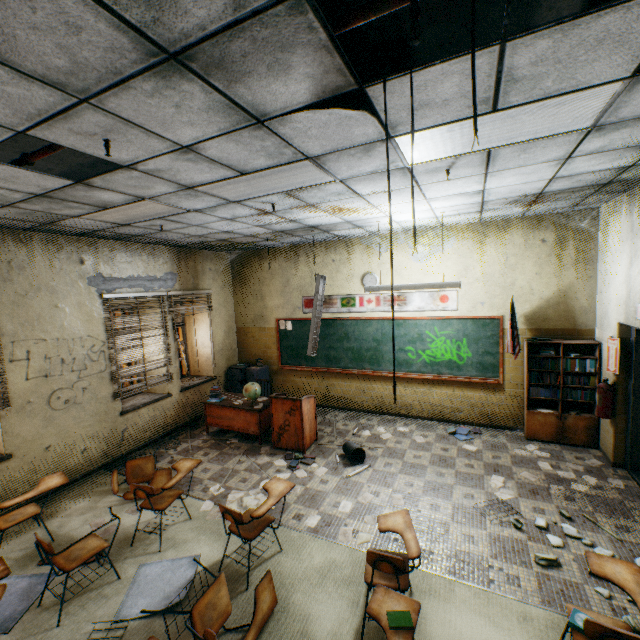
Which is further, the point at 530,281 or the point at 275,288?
the point at 275,288

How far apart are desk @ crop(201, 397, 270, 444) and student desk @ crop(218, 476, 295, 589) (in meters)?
2.30

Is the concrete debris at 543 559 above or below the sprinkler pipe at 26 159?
below

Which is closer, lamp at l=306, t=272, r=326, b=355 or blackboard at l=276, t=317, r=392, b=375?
lamp at l=306, t=272, r=326, b=355

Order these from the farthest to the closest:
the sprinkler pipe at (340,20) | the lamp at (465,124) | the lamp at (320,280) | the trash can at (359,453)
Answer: the lamp at (320,280)
the trash can at (359,453)
the lamp at (465,124)
the sprinkler pipe at (340,20)

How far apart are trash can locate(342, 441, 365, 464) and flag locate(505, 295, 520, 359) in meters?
3.0 m

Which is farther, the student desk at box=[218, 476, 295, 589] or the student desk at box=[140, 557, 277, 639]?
the student desk at box=[218, 476, 295, 589]

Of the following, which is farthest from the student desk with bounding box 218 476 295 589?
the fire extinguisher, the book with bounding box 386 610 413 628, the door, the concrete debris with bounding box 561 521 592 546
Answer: the fire extinguisher
